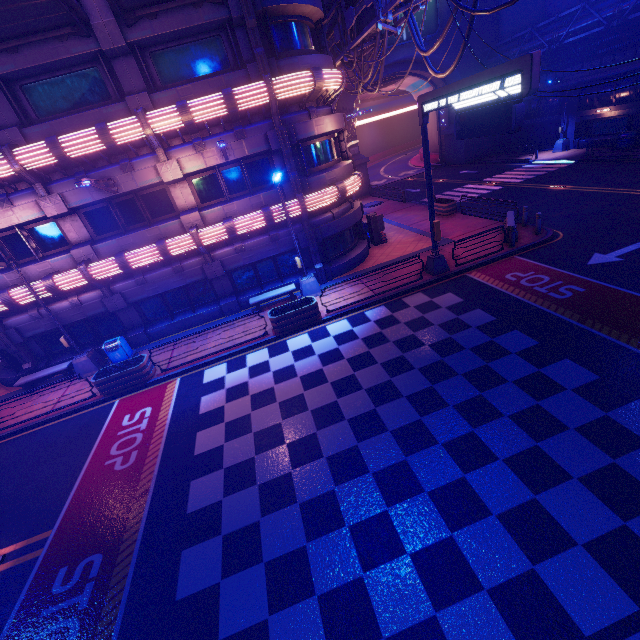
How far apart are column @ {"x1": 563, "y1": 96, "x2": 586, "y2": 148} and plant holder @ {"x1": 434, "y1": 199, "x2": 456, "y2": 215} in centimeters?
1764cm

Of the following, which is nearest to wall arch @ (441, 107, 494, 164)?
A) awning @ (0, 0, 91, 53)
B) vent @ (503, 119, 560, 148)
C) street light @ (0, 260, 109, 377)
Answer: vent @ (503, 119, 560, 148)

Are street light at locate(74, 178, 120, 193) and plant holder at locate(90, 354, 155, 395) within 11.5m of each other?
yes

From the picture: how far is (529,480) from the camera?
6.5 meters

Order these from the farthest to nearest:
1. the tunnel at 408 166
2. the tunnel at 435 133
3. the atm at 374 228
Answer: the tunnel at 408 166, the tunnel at 435 133, the atm at 374 228

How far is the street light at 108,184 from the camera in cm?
1098

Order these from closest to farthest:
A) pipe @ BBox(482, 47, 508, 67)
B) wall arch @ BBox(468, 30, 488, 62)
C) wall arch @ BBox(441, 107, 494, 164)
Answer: pipe @ BBox(482, 47, 508, 67), wall arch @ BBox(468, 30, 488, 62), wall arch @ BBox(441, 107, 494, 164)

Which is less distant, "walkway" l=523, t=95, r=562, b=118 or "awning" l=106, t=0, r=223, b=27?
"awning" l=106, t=0, r=223, b=27
